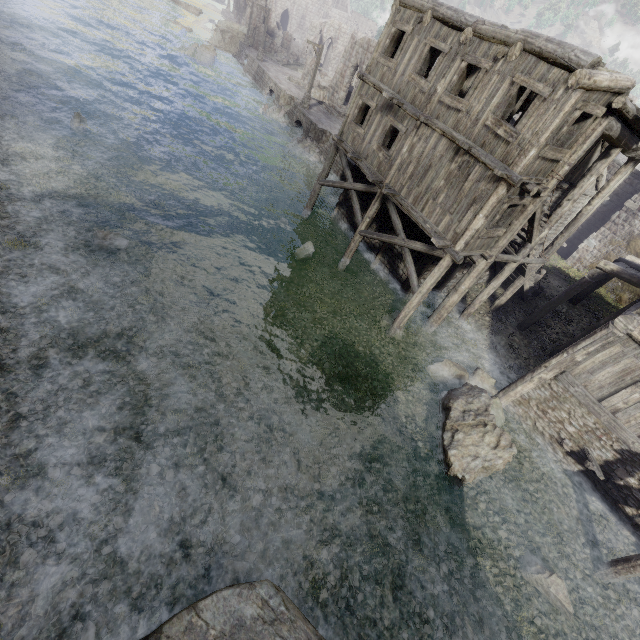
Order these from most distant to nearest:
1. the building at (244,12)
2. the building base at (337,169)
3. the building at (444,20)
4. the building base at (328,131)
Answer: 1. the building at (244,12)
2. the building base at (328,131)
3. the building base at (337,169)
4. the building at (444,20)

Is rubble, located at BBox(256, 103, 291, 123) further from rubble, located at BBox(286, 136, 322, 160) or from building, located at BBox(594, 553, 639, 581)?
building, located at BBox(594, 553, 639, 581)

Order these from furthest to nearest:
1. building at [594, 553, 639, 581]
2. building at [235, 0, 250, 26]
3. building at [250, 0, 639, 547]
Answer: building at [235, 0, 250, 26] < building at [250, 0, 639, 547] < building at [594, 553, 639, 581]

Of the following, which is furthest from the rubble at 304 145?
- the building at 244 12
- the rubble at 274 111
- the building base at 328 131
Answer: the building at 244 12

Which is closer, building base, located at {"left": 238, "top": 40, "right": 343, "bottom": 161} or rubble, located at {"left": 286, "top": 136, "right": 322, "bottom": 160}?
rubble, located at {"left": 286, "top": 136, "right": 322, "bottom": 160}

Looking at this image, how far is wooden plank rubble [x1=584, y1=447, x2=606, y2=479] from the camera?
10.50m

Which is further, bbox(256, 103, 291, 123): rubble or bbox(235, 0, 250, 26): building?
bbox(235, 0, 250, 26): building

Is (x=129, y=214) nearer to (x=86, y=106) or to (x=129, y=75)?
(x=86, y=106)
